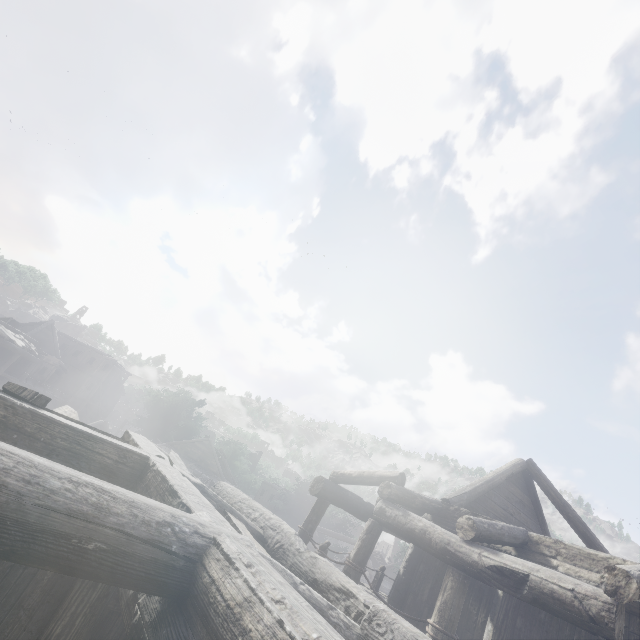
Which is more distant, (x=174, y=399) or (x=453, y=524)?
(x=174, y=399)
